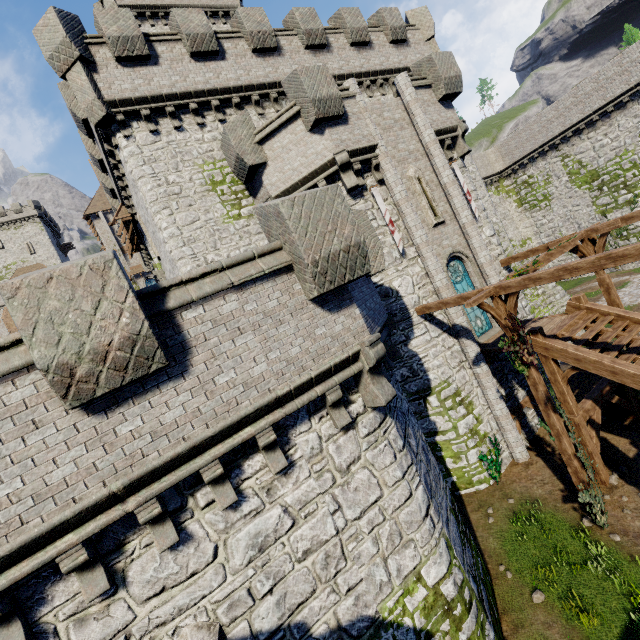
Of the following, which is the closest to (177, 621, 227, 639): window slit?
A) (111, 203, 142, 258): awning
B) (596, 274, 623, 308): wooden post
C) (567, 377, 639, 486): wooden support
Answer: (567, 377, 639, 486): wooden support

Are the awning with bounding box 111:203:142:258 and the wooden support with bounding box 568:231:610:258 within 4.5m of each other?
no

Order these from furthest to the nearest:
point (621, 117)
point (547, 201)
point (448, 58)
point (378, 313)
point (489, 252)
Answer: point (547, 201) < point (621, 117) < point (489, 252) < point (448, 58) < point (378, 313)

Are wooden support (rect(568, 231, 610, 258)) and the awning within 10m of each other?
no

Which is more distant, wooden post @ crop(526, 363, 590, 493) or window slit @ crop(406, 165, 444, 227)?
window slit @ crop(406, 165, 444, 227)

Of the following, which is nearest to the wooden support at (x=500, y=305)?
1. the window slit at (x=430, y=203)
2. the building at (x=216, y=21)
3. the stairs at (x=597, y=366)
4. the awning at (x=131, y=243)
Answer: the stairs at (x=597, y=366)

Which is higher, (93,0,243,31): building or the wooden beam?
(93,0,243,31): building

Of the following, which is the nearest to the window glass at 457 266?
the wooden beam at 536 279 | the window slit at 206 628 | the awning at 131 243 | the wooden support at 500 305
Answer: the wooden beam at 536 279
